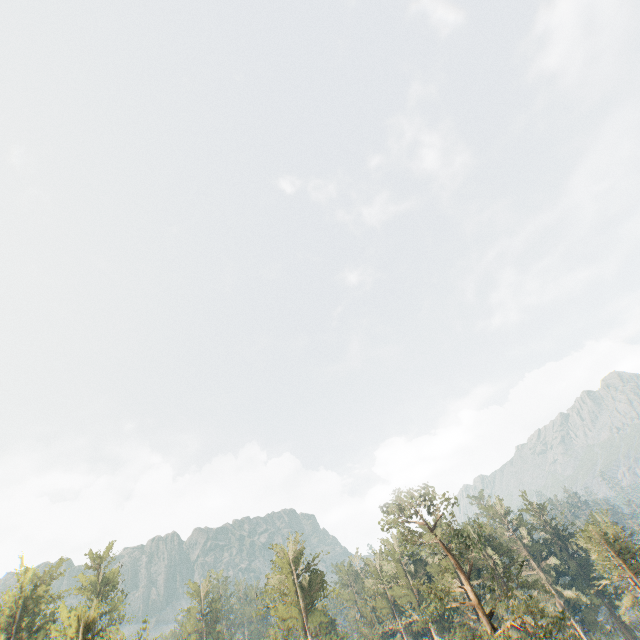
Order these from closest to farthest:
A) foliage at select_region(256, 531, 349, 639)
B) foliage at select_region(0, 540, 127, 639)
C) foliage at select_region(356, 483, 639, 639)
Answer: foliage at select_region(356, 483, 639, 639) → foliage at select_region(0, 540, 127, 639) → foliage at select_region(256, 531, 349, 639)

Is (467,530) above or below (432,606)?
above

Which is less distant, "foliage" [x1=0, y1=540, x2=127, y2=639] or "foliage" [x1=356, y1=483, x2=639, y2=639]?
"foliage" [x1=356, y1=483, x2=639, y2=639]

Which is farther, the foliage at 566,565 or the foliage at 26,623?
the foliage at 26,623

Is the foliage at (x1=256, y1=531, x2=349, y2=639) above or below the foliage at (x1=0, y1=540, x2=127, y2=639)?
below
